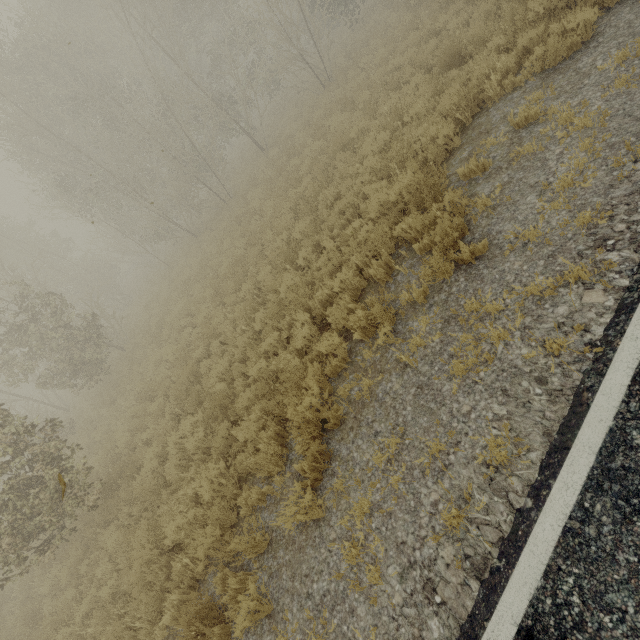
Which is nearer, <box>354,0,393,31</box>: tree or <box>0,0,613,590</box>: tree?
<box>0,0,613,590</box>: tree

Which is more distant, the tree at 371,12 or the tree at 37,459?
the tree at 371,12

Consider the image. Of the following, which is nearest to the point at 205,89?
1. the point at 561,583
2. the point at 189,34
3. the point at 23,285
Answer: the point at 189,34
